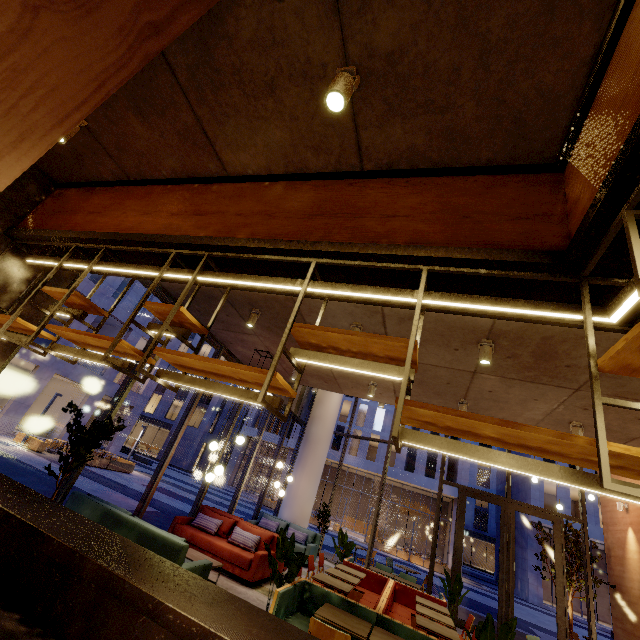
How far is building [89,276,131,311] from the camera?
22.2 meters

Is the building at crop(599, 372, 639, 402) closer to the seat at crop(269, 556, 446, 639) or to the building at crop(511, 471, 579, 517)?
the seat at crop(269, 556, 446, 639)

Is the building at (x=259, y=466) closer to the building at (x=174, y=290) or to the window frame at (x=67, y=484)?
the building at (x=174, y=290)

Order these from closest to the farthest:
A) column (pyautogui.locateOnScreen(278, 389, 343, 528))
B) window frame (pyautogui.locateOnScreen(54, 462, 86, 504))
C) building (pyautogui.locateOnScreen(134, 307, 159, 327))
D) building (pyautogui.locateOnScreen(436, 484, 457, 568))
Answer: window frame (pyautogui.locateOnScreen(54, 462, 86, 504)) → column (pyautogui.locateOnScreen(278, 389, 343, 528)) → building (pyautogui.locateOnScreen(134, 307, 159, 327)) → building (pyautogui.locateOnScreen(436, 484, 457, 568))

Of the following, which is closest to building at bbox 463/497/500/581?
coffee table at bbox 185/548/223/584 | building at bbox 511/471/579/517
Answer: building at bbox 511/471/579/517

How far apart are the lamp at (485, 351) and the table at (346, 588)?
4.9 meters

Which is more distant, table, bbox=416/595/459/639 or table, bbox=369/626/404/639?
table, bbox=416/595/459/639

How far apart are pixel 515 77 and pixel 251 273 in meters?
2.5 m
